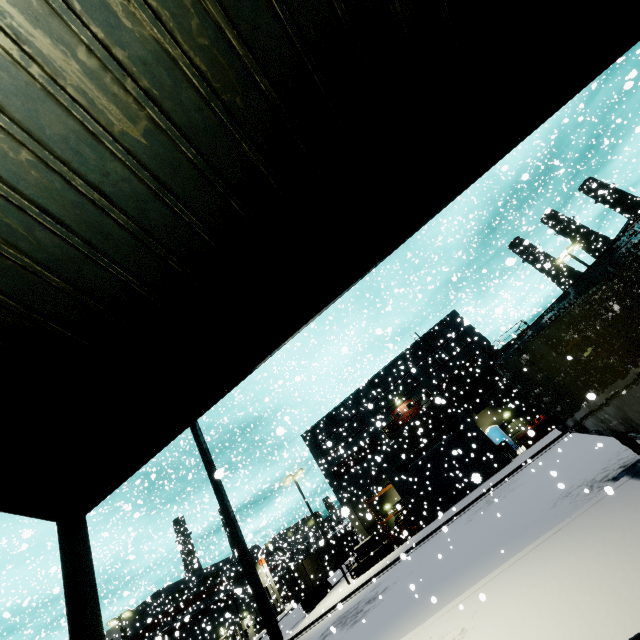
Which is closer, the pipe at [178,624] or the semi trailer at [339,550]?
the pipe at [178,624]

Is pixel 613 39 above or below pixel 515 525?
above

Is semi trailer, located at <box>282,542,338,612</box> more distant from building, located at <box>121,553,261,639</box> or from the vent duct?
the vent duct

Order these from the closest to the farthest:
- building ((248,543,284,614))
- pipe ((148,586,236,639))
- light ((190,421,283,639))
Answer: light ((190,421,283,639))
pipe ((148,586,236,639))
building ((248,543,284,614))

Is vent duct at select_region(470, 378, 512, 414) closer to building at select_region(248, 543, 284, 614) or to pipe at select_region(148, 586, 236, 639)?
building at select_region(248, 543, 284, 614)

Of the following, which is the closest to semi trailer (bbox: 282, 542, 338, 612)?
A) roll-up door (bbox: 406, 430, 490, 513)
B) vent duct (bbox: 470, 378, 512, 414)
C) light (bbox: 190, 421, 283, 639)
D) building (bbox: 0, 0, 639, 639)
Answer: building (bbox: 0, 0, 639, 639)

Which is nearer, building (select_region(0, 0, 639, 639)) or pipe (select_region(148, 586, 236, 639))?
building (select_region(0, 0, 639, 639))

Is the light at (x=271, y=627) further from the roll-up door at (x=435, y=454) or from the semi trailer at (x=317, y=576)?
the roll-up door at (x=435, y=454)
